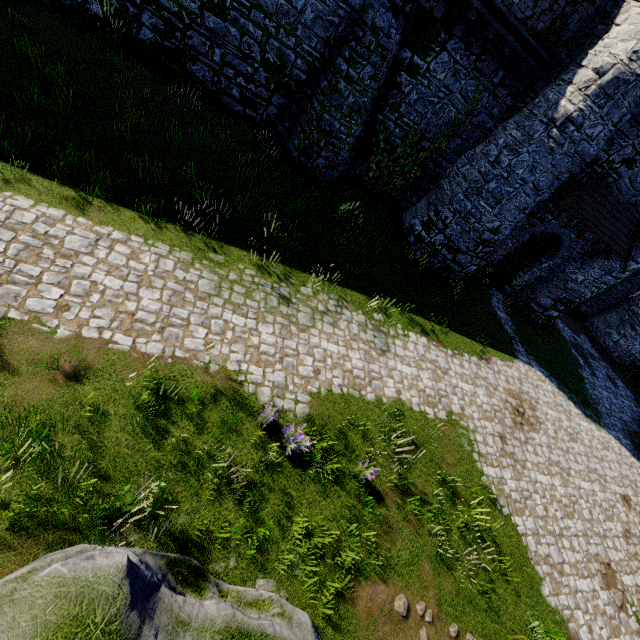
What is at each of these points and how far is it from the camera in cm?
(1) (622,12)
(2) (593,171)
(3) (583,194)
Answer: (1) building, 1062
(2) building, 1295
(3) awning, 1313

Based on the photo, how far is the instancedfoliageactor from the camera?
6.2m

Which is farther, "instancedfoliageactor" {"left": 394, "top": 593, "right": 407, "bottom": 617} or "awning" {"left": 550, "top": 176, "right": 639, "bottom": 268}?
"awning" {"left": 550, "top": 176, "right": 639, "bottom": 268}

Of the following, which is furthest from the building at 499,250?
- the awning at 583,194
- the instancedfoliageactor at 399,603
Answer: the instancedfoliageactor at 399,603

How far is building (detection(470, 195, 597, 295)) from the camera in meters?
14.6 m

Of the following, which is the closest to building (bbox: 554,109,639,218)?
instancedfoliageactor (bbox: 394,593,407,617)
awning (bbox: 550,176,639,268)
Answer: awning (bbox: 550,176,639,268)

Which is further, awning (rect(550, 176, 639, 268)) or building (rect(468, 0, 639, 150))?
awning (rect(550, 176, 639, 268))
